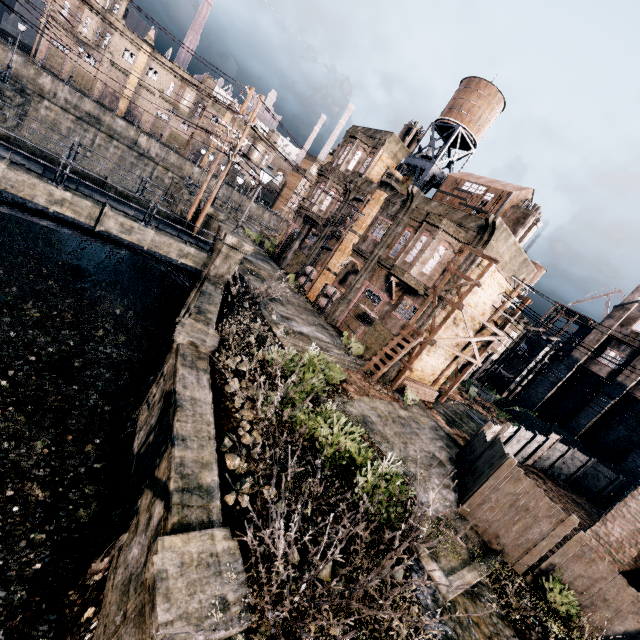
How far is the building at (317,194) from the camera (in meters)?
31.98

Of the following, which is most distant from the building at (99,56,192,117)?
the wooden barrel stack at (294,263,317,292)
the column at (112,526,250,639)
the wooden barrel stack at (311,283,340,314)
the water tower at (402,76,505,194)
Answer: the column at (112,526,250,639)

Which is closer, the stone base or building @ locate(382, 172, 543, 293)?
the stone base

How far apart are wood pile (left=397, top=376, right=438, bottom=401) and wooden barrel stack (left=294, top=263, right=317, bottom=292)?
13.0 meters

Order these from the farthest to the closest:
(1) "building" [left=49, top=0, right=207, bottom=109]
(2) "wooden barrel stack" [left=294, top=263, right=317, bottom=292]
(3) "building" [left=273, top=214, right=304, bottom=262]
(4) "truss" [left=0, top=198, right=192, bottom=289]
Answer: (1) "building" [left=49, top=0, right=207, bottom=109]
(3) "building" [left=273, top=214, right=304, bottom=262]
(2) "wooden barrel stack" [left=294, top=263, right=317, bottom=292]
(4) "truss" [left=0, top=198, right=192, bottom=289]

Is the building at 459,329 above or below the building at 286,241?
above

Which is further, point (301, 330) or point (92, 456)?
point (301, 330)

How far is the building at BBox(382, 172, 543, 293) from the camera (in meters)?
20.42
